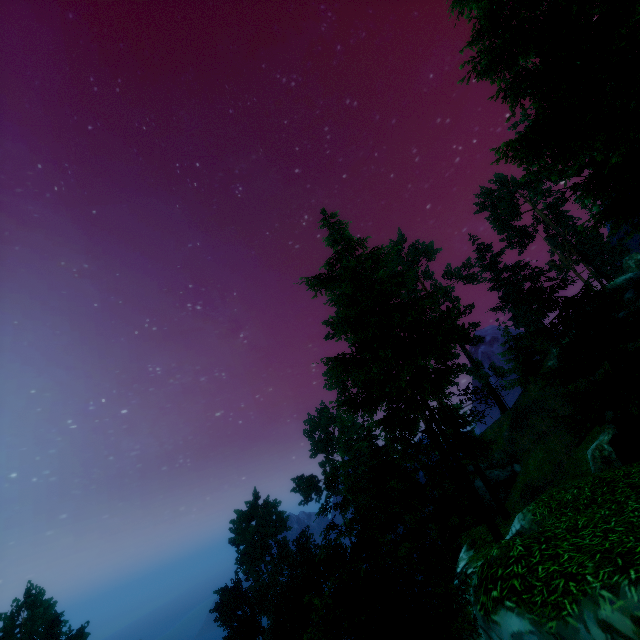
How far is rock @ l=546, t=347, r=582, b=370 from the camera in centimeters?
3309cm

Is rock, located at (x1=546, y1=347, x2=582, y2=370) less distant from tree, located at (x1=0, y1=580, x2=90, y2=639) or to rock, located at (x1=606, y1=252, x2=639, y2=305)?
rock, located at (x1=606, y1=252, x2=639, y2=305)

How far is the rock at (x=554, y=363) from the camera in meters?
33.1

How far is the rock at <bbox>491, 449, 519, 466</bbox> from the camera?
35.70m

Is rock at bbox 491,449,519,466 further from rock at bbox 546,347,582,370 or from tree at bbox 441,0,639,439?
rock at bbox 546,347,582,370

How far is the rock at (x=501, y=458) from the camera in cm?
3570

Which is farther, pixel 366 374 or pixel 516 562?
pixel 366 374

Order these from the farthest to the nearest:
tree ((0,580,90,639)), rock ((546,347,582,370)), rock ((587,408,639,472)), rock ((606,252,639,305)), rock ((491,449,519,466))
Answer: tree ((0,580,90,639))
rock ((491,449,519,466))
rock ((546,347,582,370))
rock ((606,252,639,305))
rock ((587,408,639,472))
